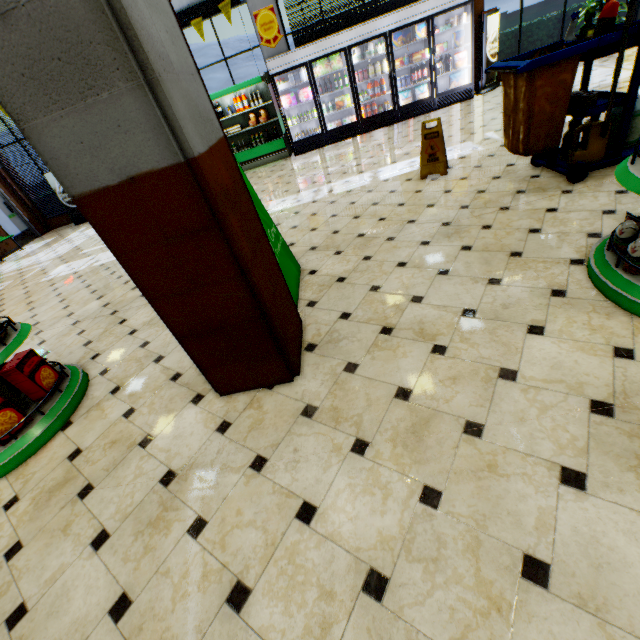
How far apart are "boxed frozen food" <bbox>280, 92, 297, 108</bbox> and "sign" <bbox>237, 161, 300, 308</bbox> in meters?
7.3

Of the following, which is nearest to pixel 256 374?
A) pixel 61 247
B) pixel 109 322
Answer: pixel 109 322

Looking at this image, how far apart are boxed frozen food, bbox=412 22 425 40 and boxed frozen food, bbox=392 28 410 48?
0.4m

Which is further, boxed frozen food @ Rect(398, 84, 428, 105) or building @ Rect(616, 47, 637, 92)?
boxed frozen food @ Rect(398, 84, 428, 105)

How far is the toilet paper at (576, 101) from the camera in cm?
315

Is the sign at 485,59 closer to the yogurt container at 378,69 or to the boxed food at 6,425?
the yogurt container at 378,69

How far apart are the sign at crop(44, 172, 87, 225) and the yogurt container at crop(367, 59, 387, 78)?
9.67m

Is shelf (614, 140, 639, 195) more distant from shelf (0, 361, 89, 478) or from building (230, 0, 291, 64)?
shelf (0, 361, 89, 478)
